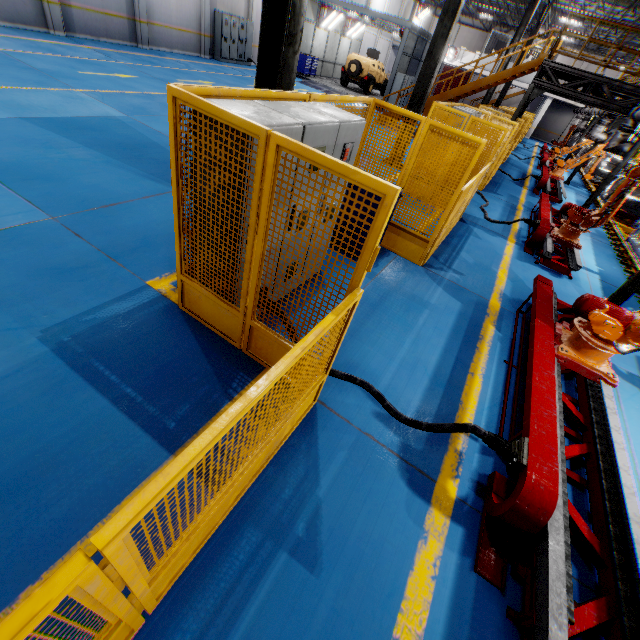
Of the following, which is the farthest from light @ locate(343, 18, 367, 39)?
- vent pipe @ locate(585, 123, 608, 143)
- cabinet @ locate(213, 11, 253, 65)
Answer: vent pipe @ locate(585, 123, 608, 143)

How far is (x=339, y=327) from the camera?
2.6m

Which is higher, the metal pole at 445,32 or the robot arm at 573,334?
the metal pole at 445,32

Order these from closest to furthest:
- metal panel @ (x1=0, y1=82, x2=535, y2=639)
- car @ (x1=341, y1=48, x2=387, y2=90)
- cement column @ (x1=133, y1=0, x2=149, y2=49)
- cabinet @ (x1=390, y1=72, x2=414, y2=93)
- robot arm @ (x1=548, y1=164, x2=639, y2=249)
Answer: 1. metal panel @ (x1=0, y1=82, x2=535, y2=639)
2. robot arm @ (x1=548, y1=164, x2=639, y2=249)
3. cement column @ (x1=133, y1=0, x2=149, y2=49)
4. cabinet @ (x1=390, y1=72, x2=414, y2=93)
5. car @ (x1=341, y1=48, x2=387, y2=90)

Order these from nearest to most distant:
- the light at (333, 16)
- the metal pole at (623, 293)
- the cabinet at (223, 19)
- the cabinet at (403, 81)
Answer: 1. the metal pole at (623, 293)
2. the cabinet at (223, 19)
3. the cabinet at (403, 81)
4. the light at (333, 16)

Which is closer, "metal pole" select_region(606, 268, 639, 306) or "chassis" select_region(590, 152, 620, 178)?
"metal pole" select_region(606, 268, 639, 306)

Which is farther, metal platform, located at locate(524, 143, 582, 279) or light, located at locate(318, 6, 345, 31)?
light, located at locate(318, 6, 345, 31)

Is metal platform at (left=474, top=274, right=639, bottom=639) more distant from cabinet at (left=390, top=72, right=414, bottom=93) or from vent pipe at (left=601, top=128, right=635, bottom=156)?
cabinet at (left=390, top=72, right=414, bottom=93)
